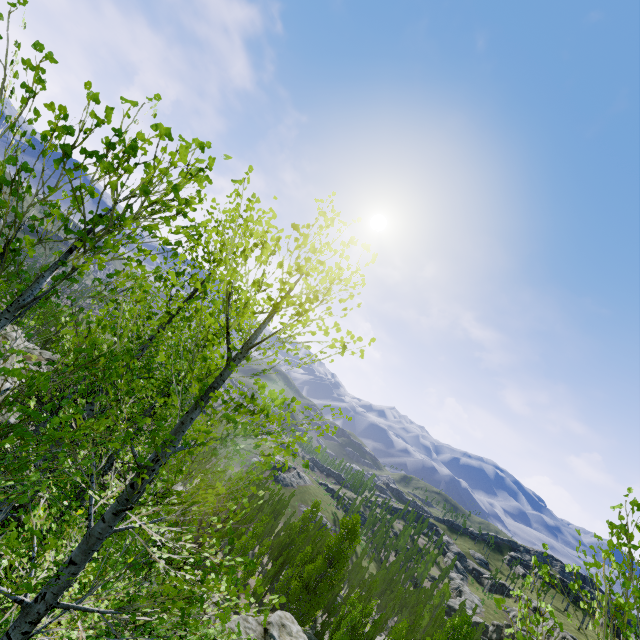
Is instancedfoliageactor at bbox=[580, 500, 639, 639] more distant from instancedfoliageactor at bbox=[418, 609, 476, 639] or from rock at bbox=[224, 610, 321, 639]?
instancedfoliageactor at bbox=[418, 609, 476, 639]

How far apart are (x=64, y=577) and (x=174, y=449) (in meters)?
1.27

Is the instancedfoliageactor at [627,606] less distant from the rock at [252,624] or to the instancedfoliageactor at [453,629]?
the rock at [252,624]

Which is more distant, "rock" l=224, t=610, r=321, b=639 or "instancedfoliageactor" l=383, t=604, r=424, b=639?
"instancedfoliageactor" l=383, t=604, r=424, b=639

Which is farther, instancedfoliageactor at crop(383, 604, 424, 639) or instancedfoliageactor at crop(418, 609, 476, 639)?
instancedfoliageactor at crop(383, 604, 424, 639)

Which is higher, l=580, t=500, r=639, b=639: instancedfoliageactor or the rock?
l=580, t=500, r=639, b=639: instancedfoliageactor

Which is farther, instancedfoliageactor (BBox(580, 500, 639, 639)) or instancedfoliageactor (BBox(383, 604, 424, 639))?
instancedfoliageactor (BBox(383, 604, 424, 639))
